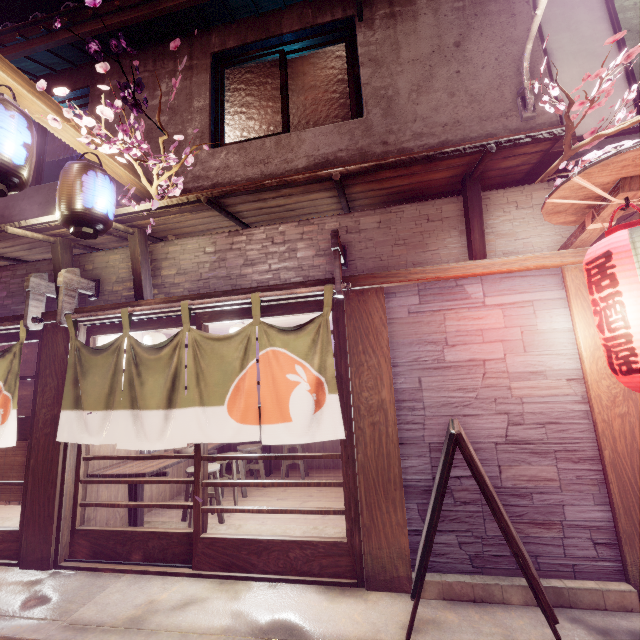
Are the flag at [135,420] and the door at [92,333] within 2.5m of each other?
yes

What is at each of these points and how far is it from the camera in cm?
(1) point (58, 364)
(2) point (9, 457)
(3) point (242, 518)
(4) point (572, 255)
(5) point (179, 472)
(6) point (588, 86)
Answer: (1) wood pole, 732
(2) blind, 771
(3) building, 865
(4) wood bar, 548
(5) building, 1097
(6) light, 687

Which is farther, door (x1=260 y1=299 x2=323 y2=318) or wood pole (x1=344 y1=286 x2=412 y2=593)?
door (x1=260 y1=299 x2=323 y2=318)

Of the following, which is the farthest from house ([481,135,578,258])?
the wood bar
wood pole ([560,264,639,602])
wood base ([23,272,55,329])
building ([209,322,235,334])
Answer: wood pole ([560,264,639,602])

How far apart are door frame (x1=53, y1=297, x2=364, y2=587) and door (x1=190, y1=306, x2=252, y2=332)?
0.00m

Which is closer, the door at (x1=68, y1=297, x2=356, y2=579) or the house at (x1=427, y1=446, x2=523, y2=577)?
the house at (x1=427, y1=446, x2=523, y2=577)

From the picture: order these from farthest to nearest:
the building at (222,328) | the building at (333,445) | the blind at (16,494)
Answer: the building at (333,445), the building at (222,328), the blind at (16,494)

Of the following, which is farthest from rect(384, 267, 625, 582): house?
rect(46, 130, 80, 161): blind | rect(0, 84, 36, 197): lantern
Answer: rect(46, 130, 80, 161): blind
